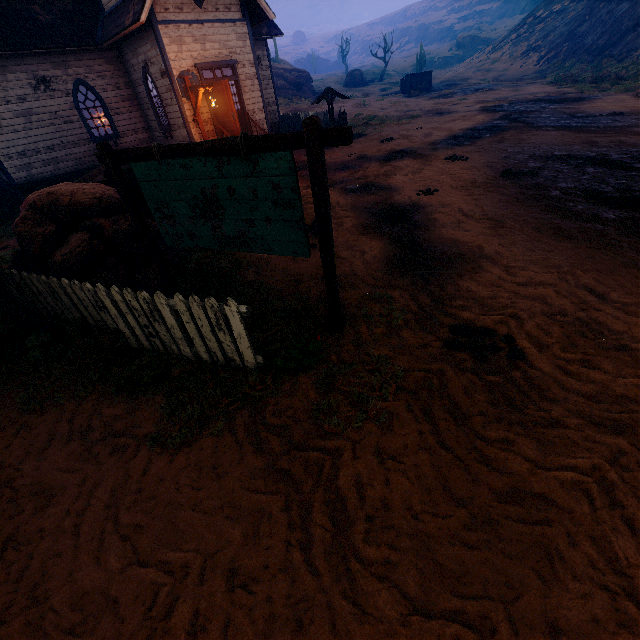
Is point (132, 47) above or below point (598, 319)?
above

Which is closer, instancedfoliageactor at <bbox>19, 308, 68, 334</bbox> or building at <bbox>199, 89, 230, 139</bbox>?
instancedfoliageactor at <bbox>19, 308, 68, 334</bbox>

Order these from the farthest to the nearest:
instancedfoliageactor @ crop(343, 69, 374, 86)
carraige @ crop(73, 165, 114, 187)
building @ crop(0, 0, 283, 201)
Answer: instancedfoliageactor @ crop(343, 69, 374, 86) → building @ crop(0, 0, 283, 201) → carraige @ crop(73, 165, 114, 187)

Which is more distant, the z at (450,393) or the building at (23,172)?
the building at (23,172)

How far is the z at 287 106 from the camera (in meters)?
28.30

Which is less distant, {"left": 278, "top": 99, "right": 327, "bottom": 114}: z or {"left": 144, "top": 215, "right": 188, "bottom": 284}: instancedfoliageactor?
{"left": 144, "top": 215, "right": 188, "bottom": 284}: instancedfoliageactor

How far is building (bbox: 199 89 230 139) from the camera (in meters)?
12.88

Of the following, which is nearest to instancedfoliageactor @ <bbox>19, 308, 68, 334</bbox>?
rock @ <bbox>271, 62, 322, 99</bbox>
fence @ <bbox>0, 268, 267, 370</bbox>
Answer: fence @ <bbox>0, 268, 267, 370</bbox>
